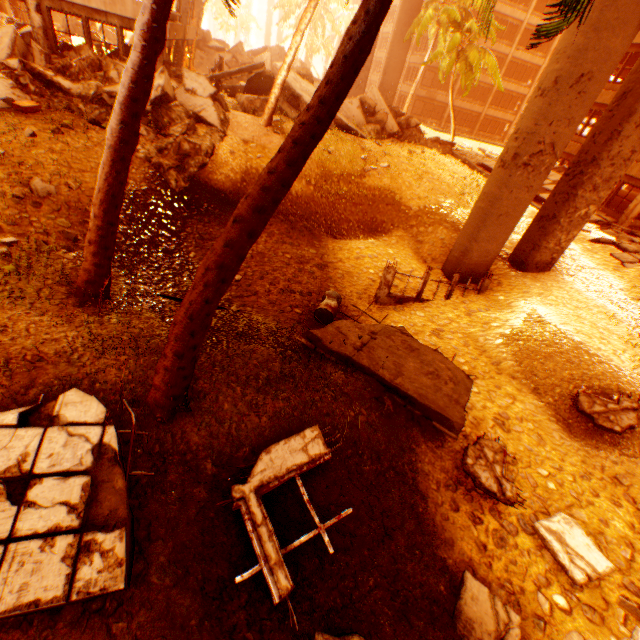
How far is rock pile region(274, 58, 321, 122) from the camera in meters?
16.0

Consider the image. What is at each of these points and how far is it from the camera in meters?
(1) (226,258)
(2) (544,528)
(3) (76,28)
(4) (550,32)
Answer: (1) rubble, 3.7 m
(2) rubble, 5.7 m
(3) rock pile, 25.0 m
(4) rubble, 3.9 m

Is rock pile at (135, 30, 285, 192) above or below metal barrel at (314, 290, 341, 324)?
above

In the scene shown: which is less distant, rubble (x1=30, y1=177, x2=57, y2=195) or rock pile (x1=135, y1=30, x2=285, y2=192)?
rubble (x1=30, y1=177, x2=57, y2=195)

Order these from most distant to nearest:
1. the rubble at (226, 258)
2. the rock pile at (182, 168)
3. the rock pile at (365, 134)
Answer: the rock pile at (365, 134) → the rock pile at (182, 168) → the rubble at (226, 258)

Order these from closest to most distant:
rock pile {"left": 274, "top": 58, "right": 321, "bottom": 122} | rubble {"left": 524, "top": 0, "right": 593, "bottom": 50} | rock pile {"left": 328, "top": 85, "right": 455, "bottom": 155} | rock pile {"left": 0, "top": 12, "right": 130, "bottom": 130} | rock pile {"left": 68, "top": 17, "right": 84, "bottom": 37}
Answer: rubble {"left": 524, "top": 0, "right": 593, "bottom": 50}, rock pile {"left": 0, "top": 12, "right": 130, "bottom": 130}, rock pile {"left": 274, "top": 58, "right": 321, "bottom": 122}, rock pile {"left": 328, "top": 85, "right": 455, "bottom": 155}, rock pile {"left": 68, "top": 17, "right": 84, "bottom": 37}

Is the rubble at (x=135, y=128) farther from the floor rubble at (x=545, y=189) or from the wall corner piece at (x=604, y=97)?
the floor rubble at (x=545, y=189)

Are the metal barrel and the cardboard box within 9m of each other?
no
